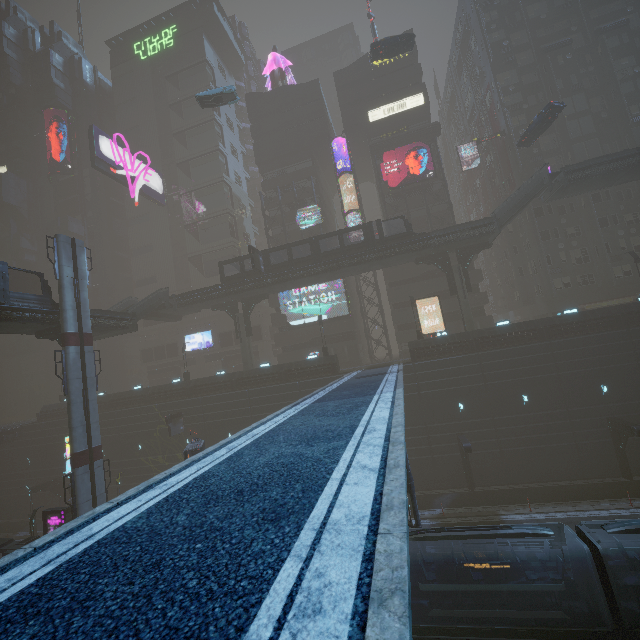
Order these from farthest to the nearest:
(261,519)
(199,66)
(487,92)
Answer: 1. (199,66)
2. (487,92)
3. (261,519)

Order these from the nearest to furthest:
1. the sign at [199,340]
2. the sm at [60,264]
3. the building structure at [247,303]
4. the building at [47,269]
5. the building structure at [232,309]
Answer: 1. the sm at [60,264]
2. the building structure at [247,303]
3. the building structure at [232,309]
4. the sign at [199,340]
5. the building at [47,269]

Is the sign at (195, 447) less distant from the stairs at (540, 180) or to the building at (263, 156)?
the building at (263, 156)

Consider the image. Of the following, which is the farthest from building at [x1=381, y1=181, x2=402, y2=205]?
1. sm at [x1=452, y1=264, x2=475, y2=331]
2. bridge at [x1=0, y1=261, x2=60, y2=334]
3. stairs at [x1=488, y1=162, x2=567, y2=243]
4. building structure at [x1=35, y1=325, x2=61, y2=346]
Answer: building structure at [x1=35, y1=325, x2=61, y2=346]

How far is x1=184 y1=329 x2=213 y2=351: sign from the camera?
53.9 meters

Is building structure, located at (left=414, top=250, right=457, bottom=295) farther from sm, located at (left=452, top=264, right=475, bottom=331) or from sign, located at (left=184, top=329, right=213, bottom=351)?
sign, located at (left=184, top=329, right=213, bottom=351)

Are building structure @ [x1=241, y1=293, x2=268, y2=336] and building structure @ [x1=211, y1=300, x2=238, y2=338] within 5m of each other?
yes

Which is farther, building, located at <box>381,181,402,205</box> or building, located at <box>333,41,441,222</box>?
building, located at <box>381,181,402,205</box>
